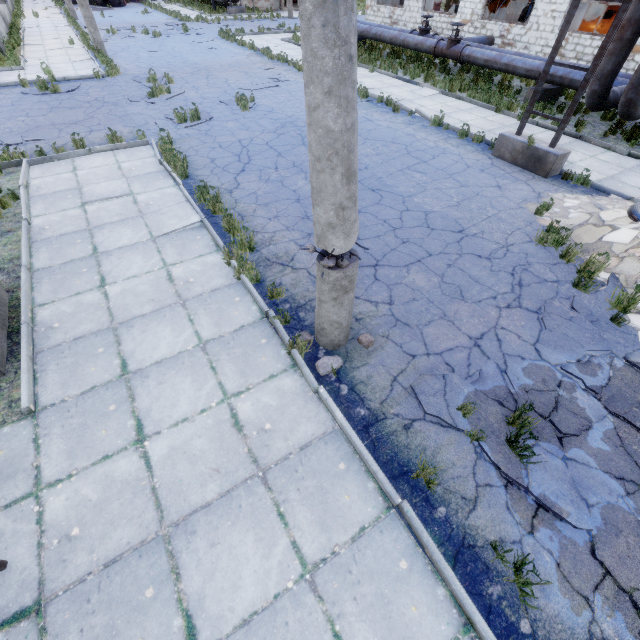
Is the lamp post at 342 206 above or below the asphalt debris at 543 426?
above

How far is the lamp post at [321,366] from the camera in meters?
4.2 m

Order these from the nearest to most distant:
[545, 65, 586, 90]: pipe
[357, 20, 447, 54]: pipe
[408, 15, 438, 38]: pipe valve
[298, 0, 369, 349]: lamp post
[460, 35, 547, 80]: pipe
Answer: [298, 0, 369, 349]: lamp post < [545, 65, 586, 90]: pipe < [460, 35, 547, 80]: pipe < [357, 20, 447, 54]: pipe < [408, 15, 438, 38]: pipe valve

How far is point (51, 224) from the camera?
6.5m

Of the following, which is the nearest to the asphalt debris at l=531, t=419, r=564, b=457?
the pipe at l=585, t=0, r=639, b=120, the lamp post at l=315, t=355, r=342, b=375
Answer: the lamp post at l=315, t=355, r=342, b=375

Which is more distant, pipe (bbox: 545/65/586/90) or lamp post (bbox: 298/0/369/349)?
pipe (bbox: 545/65/586/90)

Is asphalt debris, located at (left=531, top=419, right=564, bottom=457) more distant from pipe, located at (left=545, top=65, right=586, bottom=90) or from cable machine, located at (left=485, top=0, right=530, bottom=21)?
cable machine, located at (left=485, top=0, right=530, bottom=21)

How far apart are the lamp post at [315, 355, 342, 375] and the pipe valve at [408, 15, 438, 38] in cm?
1986
